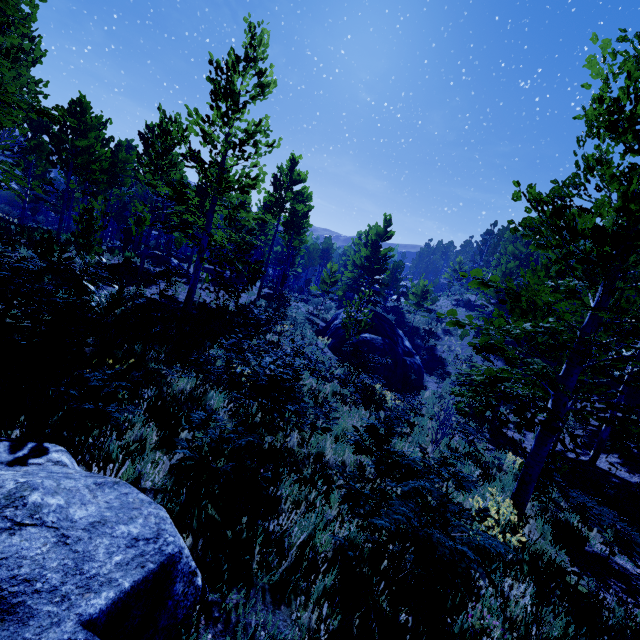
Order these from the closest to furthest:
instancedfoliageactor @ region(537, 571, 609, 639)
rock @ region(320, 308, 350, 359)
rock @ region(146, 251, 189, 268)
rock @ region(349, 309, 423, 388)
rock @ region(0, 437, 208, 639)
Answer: rock @ region(0, 437, 208, 639) → instancedfoliageactor @ region(537, 571, 609, 639) → rock @ region(349, 309, 423, 388) → rock @ region(320, 308, 350, 359) → rock @ region(146, 251, 189, 268)

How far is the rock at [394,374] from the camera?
18.78m

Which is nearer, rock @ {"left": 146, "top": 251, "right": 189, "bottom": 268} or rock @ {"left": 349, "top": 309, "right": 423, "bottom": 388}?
rock @ {"left": 349, "top": 309, "right": 423, "bottom": 388}

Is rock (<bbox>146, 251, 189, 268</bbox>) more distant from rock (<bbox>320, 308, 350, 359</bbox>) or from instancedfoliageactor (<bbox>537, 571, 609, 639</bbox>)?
rock (<bbox>320, 308, 350, 359</bbox>)

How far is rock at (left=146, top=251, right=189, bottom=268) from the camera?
25.05m

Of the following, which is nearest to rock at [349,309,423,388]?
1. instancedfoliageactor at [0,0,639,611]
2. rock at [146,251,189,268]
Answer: instancedfoliageactor at [0,0,639,611]

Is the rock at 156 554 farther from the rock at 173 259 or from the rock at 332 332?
the rock at 173 259

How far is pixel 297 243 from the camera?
26.9m
